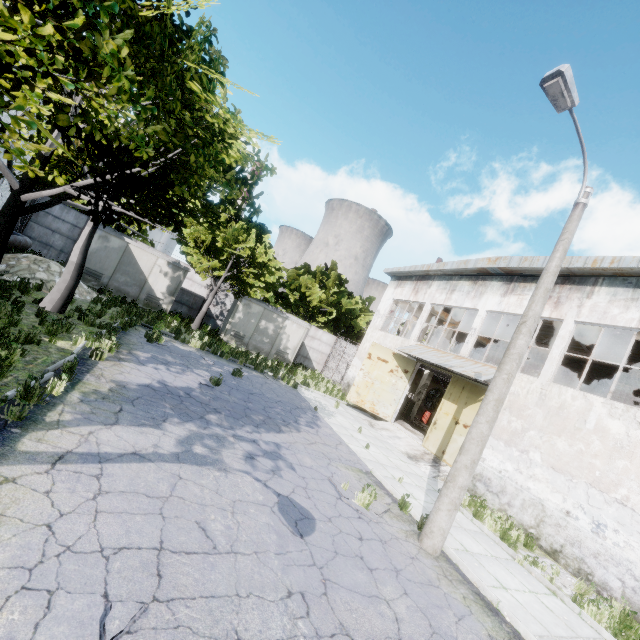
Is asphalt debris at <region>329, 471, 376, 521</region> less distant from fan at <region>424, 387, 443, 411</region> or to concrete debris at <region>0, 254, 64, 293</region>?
concrete debris at <region>0, 254, 64, 293</region>

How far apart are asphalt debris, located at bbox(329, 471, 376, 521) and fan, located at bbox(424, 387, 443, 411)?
19.9 meters

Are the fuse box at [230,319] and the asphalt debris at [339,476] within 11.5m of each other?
no

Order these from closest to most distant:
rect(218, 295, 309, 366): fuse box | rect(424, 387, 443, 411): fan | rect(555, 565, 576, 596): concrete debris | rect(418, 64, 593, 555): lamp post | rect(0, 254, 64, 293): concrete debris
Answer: rect(418, 64, 593, 555): lamp post, rect(555, 565, 576, 596): concrete debris, rect(0, 254, 64, 293): concrete debris, rect(218, 295, 309, 366): fuse box, rect(424, 387, 443, 411): fan

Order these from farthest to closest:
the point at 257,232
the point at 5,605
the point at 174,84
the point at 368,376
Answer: the point at 257,232, the point at 368,376, the point at 174,84, the point at 5,605

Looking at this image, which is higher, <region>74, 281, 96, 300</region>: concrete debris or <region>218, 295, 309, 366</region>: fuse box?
<region>218, 295, 309, 366</region>: fuse box

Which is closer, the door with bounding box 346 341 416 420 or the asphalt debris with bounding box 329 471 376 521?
the asphalt debris with bounding box 329 471 376 521

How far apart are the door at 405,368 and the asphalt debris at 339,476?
9.8 meters
